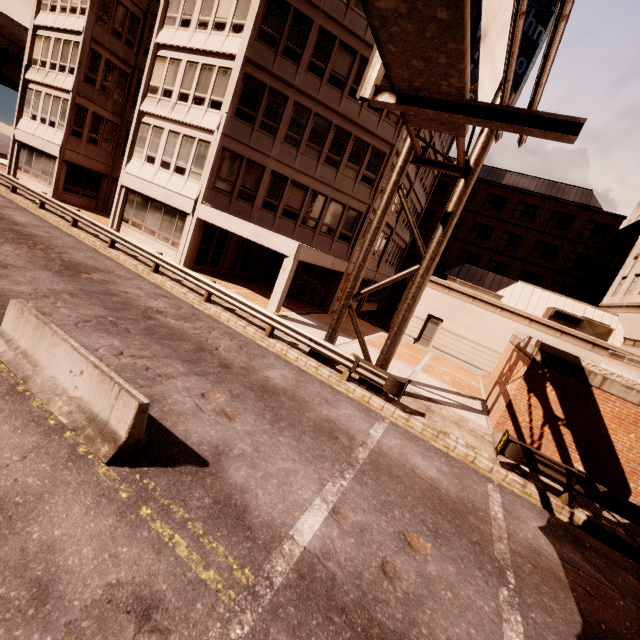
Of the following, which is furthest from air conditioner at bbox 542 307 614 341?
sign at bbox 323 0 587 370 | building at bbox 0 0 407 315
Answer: sign at bbox 323 0 587 370

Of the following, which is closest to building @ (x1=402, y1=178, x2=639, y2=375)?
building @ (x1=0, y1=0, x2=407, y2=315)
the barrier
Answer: building @ (x1=0, y1=0, x2=407, y2=315)

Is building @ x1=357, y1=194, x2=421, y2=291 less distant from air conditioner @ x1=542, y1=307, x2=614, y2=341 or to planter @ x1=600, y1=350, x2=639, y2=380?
air conditioner @ x1=542, y1=307, x2=614, y2=341

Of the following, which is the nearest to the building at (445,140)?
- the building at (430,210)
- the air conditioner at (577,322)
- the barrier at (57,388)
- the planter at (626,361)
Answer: the building at (430,210)

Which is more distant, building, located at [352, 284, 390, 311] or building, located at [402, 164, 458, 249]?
building, located at [352, 284, 390, 311]

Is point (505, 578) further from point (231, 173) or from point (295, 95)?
point (295, 95)

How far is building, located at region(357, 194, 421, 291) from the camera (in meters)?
25.66

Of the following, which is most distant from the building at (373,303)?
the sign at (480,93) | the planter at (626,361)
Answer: the planter at (626,361)
